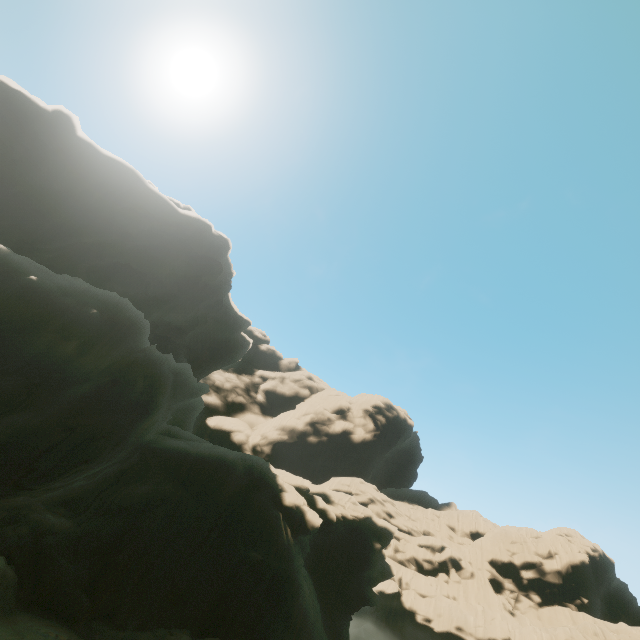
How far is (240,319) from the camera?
54.50m
